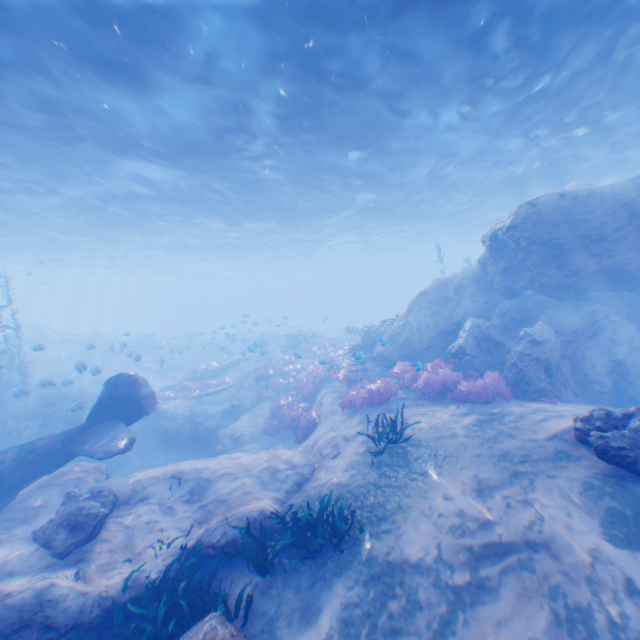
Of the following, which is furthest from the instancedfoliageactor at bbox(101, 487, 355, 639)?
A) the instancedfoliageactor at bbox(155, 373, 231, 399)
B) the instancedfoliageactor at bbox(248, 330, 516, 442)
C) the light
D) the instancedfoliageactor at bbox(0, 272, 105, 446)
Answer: the instancedfoliageactor at bbox(155, 373, 231, 399)

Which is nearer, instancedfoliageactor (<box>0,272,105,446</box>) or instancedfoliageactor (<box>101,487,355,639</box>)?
instancedfoliageactor (<box>101,487,355,639</box>)

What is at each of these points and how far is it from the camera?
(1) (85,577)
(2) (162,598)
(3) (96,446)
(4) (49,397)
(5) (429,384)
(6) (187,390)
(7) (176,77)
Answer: (1) rock, 6.1 meters
(2) instancedfoliageactor, 5.6 meters
(3) plane, 8.8 meters
(4) instancedfoliageactor, 18.2 meters
(5) instancedfoliageactor, 10.8 meters
(6) instancedfoliageactor, 22.2 meters
(7) light, 9.9 meters

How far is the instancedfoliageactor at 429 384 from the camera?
10.2m

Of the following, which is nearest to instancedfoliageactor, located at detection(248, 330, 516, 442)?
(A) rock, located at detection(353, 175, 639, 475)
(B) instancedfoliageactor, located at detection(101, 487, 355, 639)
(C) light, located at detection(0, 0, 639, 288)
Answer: (A) rock, located at detection(353, 175, 639, 475)

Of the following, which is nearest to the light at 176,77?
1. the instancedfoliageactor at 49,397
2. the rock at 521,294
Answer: the rock at 521,294

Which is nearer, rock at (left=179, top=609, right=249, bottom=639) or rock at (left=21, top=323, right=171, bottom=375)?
rock at (left=179, top=609, right=249, bottom=639)

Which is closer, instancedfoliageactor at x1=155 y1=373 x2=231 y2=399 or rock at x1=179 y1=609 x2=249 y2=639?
rock at x1=179 y1=609 x2=249 y2=639
